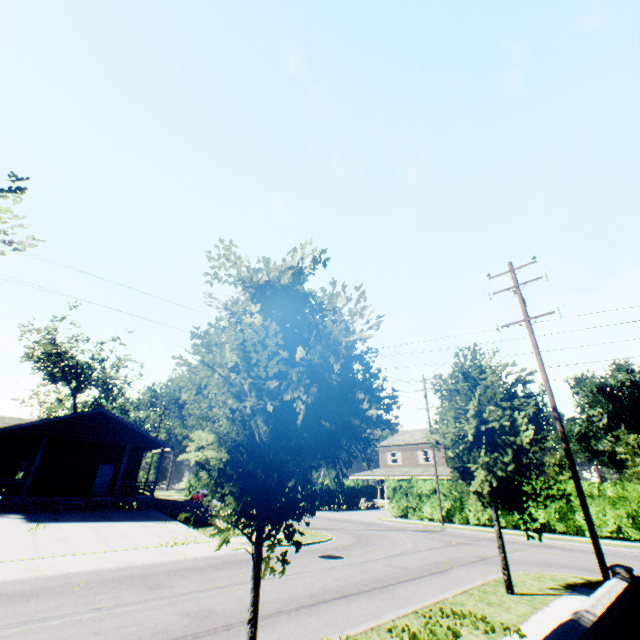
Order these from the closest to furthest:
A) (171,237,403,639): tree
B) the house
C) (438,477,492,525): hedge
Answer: (171,237,403,639): tree < the house < (438,477,492,525): hedge

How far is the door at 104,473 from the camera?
25.67m

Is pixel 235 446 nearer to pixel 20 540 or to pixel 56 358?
pixel 20 540

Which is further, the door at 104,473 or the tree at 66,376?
the tree at 66,376

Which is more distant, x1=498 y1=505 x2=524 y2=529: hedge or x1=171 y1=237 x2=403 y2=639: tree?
x1=498 y1=505 x2=524 y2=529: hedge

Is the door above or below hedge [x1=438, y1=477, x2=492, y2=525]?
above

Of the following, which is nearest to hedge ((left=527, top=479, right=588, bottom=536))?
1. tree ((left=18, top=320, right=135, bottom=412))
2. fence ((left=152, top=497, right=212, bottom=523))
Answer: fence ((left=152, top=497, right=212, bottom=523))
